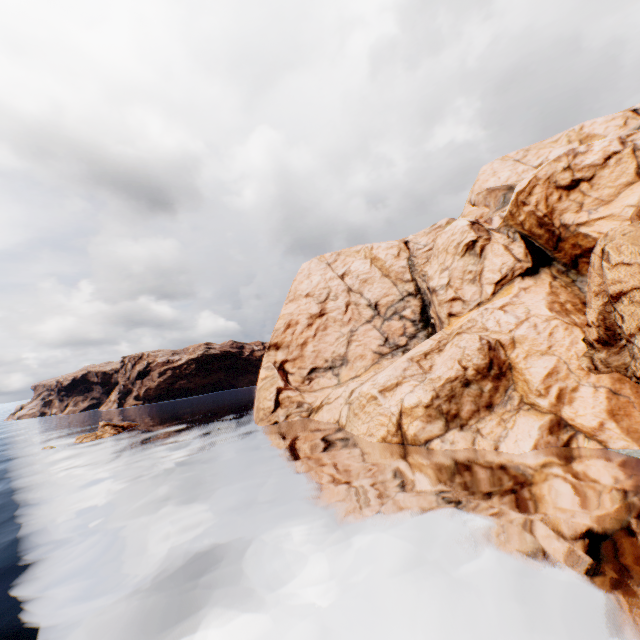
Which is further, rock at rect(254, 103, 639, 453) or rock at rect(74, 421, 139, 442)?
rock at rect(74, 421, 139, 442)

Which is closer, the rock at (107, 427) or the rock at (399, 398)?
the rock at (399, 398)

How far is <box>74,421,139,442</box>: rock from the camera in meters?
50.3

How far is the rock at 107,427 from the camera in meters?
50.3

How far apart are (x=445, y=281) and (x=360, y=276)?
19.5 meters
